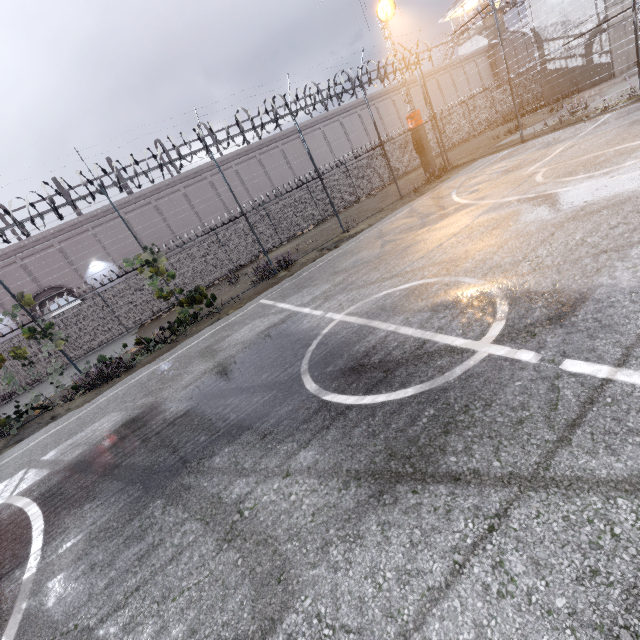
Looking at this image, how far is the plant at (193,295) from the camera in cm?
1044

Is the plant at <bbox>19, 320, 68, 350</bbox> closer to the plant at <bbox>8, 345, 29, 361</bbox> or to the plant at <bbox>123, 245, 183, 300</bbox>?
the plant at <bbox>8, 345, 29, 361</bbox>

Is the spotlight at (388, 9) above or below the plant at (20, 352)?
above

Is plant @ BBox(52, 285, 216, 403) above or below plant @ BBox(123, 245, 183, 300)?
below

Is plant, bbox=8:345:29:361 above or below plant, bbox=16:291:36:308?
below

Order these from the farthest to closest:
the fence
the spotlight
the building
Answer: the building
the spotlight
the fence

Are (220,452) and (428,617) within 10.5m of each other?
yes

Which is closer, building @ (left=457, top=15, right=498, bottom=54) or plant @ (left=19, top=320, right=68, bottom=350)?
plant @ (left=19, top=320, right=68, bottom=350)
